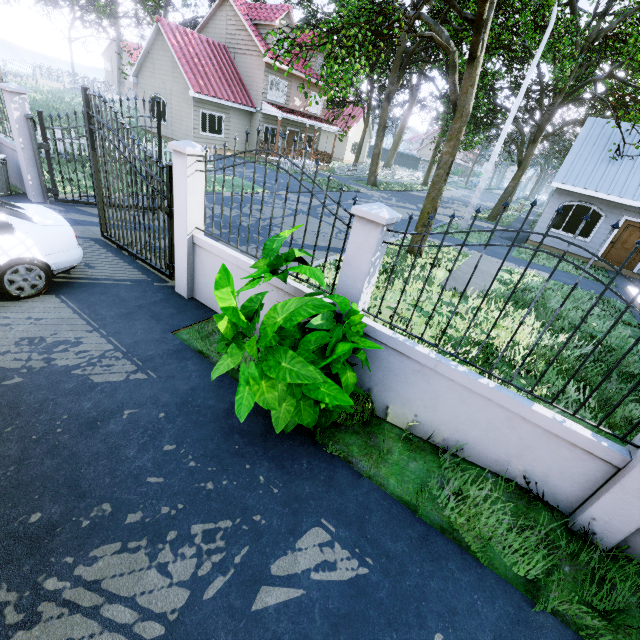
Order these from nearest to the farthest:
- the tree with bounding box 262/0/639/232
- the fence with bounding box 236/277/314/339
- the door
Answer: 1. the fence with bounding box 236/277/314/339
2. the tree with bounding box 262/0/639/232
3. the door

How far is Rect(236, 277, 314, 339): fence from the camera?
4.55m

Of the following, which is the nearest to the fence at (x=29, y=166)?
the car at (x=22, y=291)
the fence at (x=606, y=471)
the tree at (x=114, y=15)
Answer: the tree at (x=114, y=15)

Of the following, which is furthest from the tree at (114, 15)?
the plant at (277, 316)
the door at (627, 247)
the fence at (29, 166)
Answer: the plant at (277, 316)

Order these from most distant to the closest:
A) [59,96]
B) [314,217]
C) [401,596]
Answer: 1. [59,96]
2. [314,217]
3. [401,596]

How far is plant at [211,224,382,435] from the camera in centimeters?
254cm

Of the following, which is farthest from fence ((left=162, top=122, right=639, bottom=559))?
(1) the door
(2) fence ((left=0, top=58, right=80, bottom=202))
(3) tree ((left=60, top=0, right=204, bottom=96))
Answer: (2) fence ((left=0, top=58, right=80, bottom=202))

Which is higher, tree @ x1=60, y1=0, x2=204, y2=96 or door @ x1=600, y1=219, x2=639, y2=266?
tree @ x1=60, y1=0, x2=204, y2=96
